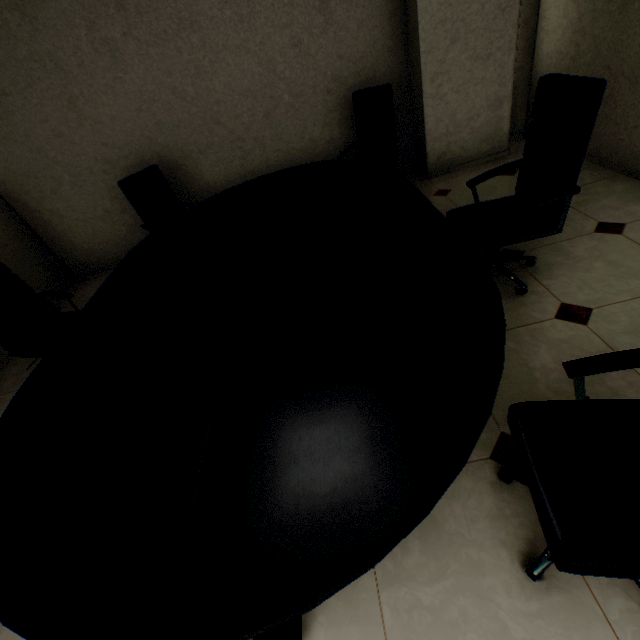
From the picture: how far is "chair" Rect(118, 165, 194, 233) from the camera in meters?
3.5

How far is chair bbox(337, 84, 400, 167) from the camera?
3.3 meters

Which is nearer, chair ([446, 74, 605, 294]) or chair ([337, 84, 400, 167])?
chair ([446, 74, 605, 294])

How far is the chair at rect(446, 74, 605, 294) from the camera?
1.63m

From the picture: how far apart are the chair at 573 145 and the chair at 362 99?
1.28m

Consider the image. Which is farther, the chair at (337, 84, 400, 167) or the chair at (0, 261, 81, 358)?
the chair at (337, 84, 400, 167)

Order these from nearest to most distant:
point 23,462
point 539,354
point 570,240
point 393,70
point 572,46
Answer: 1. point 23,462
2. point 539,354
3. point 570,240
4. point 572,46
5. point 393,70

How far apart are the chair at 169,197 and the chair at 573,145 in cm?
275
